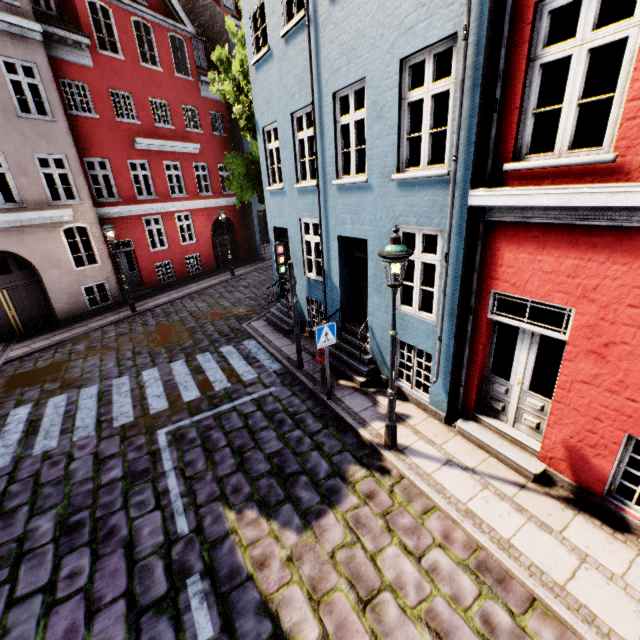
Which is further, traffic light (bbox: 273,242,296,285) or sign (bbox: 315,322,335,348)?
traffic light (bbox: 273,242,296,285)

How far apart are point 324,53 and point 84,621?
10.3m

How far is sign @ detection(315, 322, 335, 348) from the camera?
6.74m

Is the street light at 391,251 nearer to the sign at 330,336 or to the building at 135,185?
the building at 135,185

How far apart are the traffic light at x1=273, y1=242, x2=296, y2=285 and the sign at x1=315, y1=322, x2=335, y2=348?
1.7 meters

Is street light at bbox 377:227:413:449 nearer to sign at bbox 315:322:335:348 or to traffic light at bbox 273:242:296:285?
sign at bbox 315:322:335:348

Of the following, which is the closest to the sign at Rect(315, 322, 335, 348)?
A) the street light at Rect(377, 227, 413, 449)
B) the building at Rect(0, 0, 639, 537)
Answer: the building at Rect(0, 0, 639, 537)

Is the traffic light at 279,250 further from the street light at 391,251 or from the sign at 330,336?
the street light at 391,251
